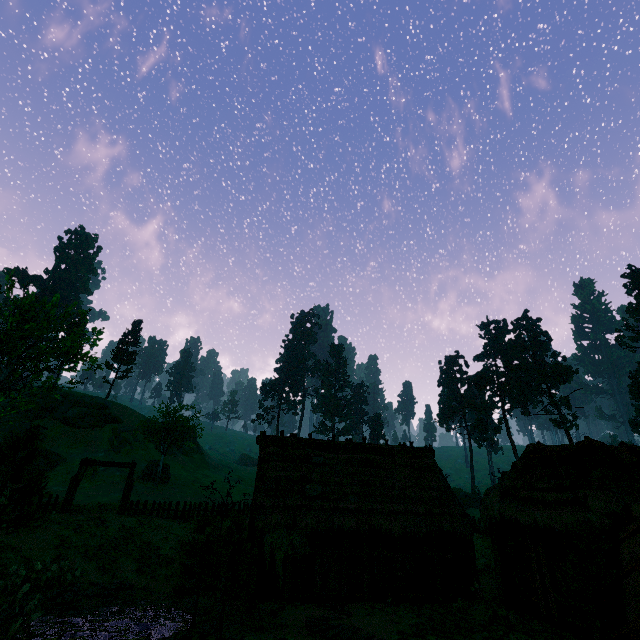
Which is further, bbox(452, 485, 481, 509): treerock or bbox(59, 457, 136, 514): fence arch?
bbox(452, 485, 481, 509): treerock

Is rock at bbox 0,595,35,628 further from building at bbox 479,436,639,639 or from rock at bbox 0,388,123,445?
rock at bbox 0,388,123,445

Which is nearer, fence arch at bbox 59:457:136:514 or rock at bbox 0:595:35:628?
rock at bbox 0:595:35:628

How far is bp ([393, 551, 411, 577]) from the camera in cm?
1675

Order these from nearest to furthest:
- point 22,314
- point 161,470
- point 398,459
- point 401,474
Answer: point 401,474
point 398,459
point 22,314
point 161,470

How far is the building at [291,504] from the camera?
16.0 meters

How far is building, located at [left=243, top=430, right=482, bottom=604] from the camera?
15.95m

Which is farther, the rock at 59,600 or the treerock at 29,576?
the rock at 59,600
